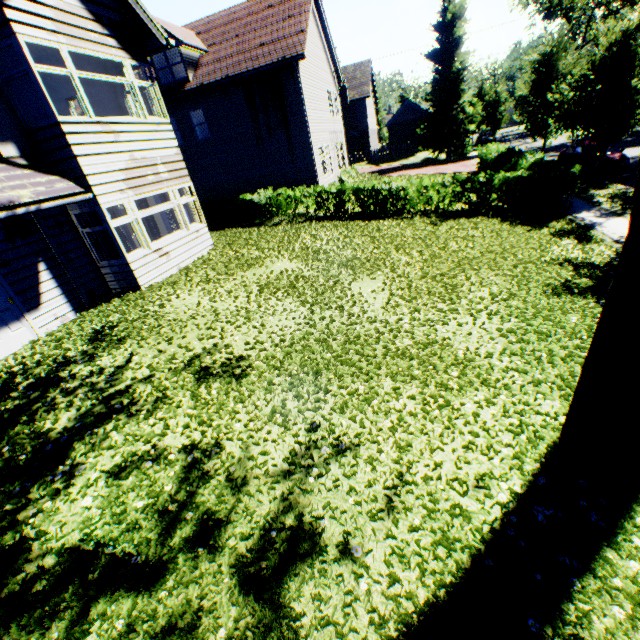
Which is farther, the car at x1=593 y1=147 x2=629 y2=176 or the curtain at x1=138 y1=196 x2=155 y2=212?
the car at x1=593 y1=147 x2=629 y2=176

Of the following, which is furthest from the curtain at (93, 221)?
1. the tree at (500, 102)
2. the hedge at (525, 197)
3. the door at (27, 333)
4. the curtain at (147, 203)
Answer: the tree at (500, 102)

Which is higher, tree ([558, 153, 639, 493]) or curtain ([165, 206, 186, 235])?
curtain ([165, 206, 186, 235])

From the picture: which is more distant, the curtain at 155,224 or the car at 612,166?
the car at 612,166

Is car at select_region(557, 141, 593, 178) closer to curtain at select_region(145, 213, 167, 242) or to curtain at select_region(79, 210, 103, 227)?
curtain at select_region(79, 210, 103, 227)

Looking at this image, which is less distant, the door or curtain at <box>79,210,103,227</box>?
the door

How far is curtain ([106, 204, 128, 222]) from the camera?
8.8m

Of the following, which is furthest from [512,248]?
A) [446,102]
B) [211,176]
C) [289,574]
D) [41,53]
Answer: [446,102]
